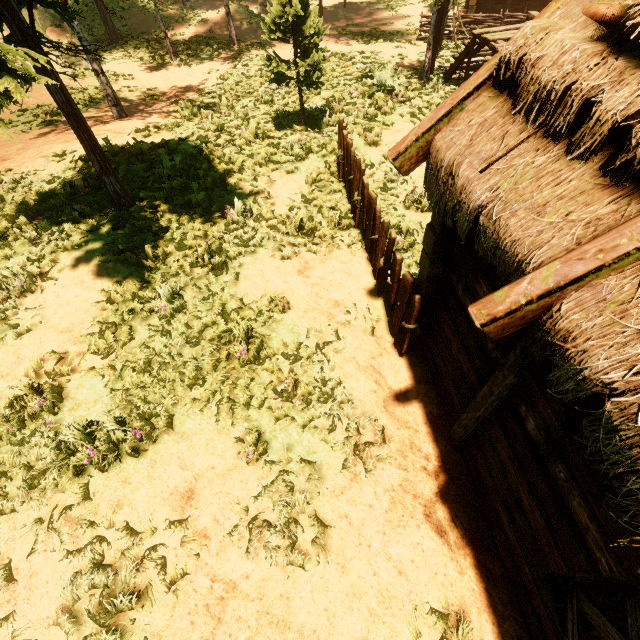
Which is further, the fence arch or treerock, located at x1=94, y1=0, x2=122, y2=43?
treerock, located at x1=94, y1=0, x2=122, y2=43

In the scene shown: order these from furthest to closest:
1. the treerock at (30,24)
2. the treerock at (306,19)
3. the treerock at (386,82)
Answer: the treerock at (386,82) < the treerock at (306,19) < the treerock at (30,24)

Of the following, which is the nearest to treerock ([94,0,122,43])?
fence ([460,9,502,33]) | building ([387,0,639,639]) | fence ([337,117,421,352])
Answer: building ([387,0,639,639])

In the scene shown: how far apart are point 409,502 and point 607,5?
4.86m

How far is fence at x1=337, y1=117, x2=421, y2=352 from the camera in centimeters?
464cm

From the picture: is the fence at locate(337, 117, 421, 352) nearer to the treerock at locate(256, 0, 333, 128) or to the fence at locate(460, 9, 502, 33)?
the treerock at locate(256, 0, 333, 128)

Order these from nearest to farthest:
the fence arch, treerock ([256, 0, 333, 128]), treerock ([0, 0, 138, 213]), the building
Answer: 1. the building
2. treerock ([0, 0, 138, 213])
3. treerock ([256, 0, 333, 128])
4. the fence arch

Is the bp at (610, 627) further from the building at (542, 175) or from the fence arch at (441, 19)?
the fence arch at (441, 19)
